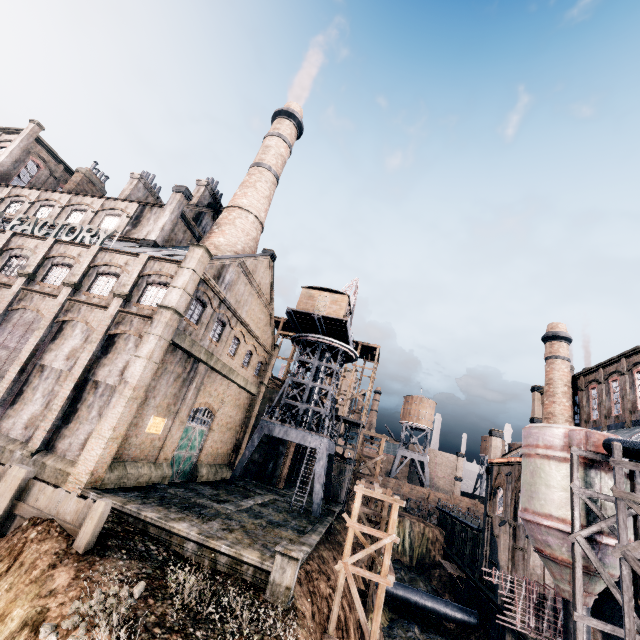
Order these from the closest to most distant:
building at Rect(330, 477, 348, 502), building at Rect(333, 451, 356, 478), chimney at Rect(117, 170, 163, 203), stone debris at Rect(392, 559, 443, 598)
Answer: chimney at Rect(117, 170, 163, 203), stone debris at Rect(392, 559, 443, 598), building at Rect(330, 477, 348, 502), building at Rect(333, 451, 356, 478)

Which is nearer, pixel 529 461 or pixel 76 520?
pixel 76 520

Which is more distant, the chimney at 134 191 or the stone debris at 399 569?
the stone debris at 399 569

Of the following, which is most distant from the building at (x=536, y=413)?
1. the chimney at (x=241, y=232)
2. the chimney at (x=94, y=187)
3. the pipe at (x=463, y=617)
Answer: the chimney at (x=94, y=187)

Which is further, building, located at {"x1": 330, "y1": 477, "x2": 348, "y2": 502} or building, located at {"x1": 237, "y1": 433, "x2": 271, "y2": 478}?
building, located at {"x1": 330, "y1": 477, "x2": 348, "y2": 502}

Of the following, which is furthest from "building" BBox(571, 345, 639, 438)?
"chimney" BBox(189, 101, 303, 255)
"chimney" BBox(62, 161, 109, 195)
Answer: "chimney" BBox(62, 161, 109, 195)

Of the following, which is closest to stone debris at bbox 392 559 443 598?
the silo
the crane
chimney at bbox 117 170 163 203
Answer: the silo
